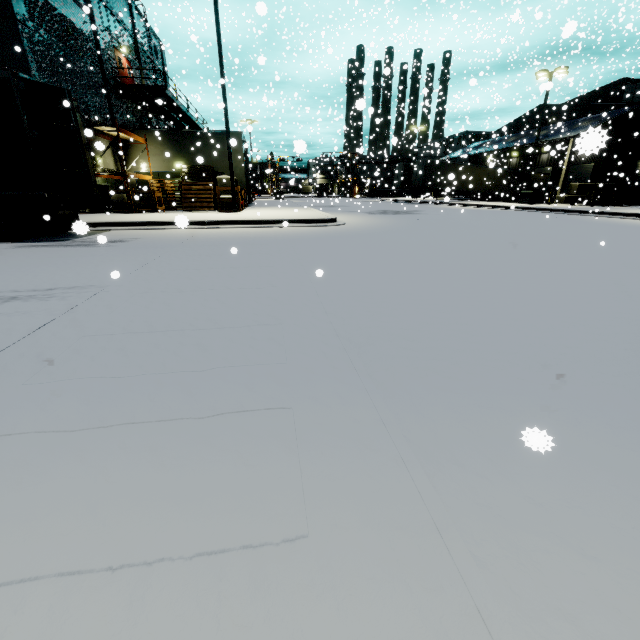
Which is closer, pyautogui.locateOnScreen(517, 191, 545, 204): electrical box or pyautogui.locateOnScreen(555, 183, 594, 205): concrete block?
pyautogui.locateOnScreen(517, 191, 545, 204): electrical box

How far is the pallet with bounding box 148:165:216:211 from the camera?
20.70m

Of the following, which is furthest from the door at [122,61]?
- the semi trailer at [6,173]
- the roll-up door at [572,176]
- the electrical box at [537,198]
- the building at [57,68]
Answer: the roll-up door at [572,176]

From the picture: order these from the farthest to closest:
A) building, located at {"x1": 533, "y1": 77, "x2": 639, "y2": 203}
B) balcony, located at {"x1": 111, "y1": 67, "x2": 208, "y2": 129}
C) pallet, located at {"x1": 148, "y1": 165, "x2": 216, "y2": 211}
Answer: balcony, located at {"x1": 111, "y1": 67, "x2": 208, "y2": 129} → pallet, located at {"x1": 148, "y1": 165, "x2": 216, "y2": 211} → building, located at {"x1": 533, "y1": 77, "x2": 639, "y2": 203}

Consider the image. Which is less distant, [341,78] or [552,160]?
[341,78]

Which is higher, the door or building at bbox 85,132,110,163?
the door

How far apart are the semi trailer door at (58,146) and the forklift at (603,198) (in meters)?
34.47

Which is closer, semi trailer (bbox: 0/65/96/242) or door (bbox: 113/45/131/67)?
semi trailer (bbox: 0/65/96/242)
